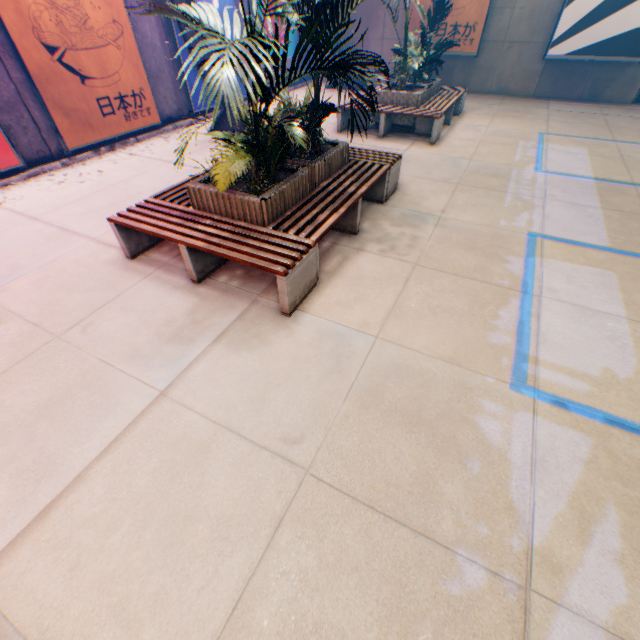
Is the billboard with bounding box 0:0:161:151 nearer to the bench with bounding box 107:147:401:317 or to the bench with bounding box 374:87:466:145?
the bench with bounding box 107:147:401:317

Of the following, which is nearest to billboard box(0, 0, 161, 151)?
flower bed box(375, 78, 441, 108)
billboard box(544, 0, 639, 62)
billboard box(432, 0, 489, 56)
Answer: flower bed box(375, 78, 441, 108)

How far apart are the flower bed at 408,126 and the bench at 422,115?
0.0m

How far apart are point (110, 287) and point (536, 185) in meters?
7.4

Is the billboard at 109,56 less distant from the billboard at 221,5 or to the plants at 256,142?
the billboard at 221,5

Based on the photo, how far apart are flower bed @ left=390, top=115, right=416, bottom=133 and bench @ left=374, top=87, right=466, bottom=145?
0.0m

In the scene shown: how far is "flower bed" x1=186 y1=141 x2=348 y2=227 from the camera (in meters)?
3.79
